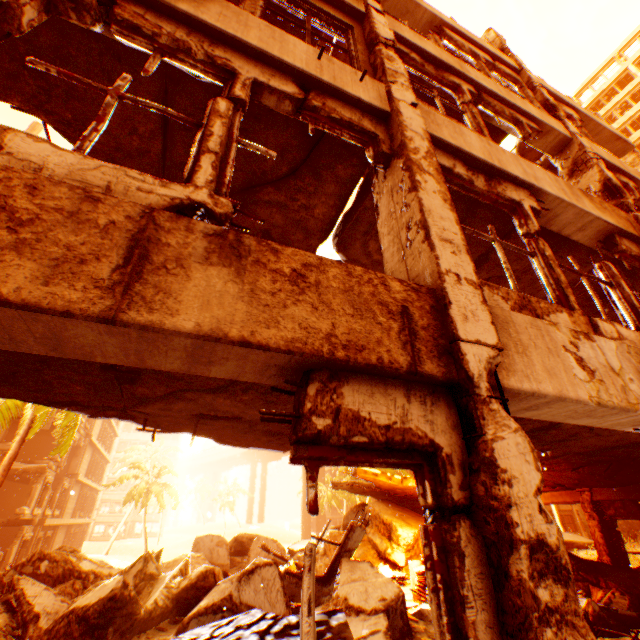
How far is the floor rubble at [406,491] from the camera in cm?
1273

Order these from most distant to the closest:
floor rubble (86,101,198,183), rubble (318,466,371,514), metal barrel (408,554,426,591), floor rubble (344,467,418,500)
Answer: rubble (318,466,371,514) < floor rubble (344,467,418,500) < metal barrel (408,554,426,591) < floor rubble (86,101,198,183)

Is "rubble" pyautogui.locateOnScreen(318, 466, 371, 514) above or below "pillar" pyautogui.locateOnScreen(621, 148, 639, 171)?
below

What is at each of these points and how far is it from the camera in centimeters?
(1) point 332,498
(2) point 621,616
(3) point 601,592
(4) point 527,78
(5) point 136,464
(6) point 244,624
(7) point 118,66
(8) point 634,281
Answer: (1) rubble, 4884cm
(2) floor rubble, 580cm
(3) rock pile, 675cm
(4) pillar, 815cm
(5) rubble, 2814cm
(6) rock pile, 173cm
(7) floor rubble, 328cm
(8) pillar, 527cm

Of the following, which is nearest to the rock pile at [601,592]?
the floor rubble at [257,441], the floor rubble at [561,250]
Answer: the floor rubble at [257,441]

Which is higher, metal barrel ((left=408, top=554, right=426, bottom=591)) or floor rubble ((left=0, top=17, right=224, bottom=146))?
floor rubble ((left=0, top=17, right=224, bottom=146))

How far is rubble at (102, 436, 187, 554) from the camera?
26.8m

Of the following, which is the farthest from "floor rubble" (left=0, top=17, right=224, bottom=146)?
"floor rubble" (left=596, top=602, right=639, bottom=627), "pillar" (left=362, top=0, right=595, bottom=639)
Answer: "floor rubble" (left=596, top=602, right=639, bottom=627)
